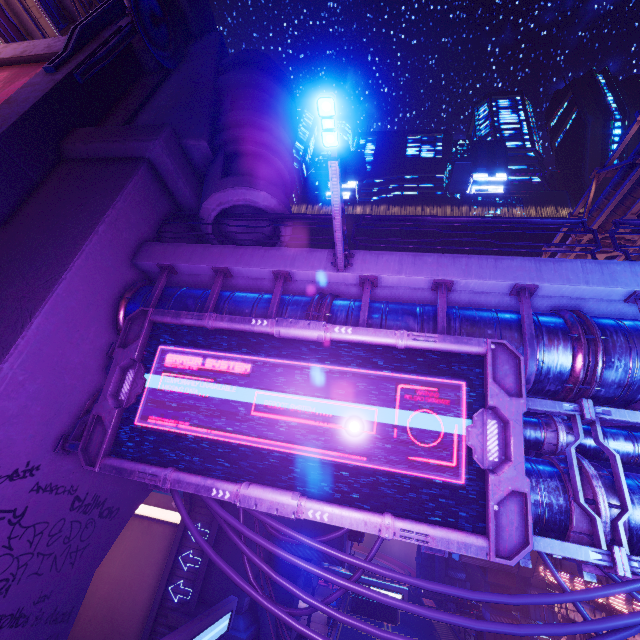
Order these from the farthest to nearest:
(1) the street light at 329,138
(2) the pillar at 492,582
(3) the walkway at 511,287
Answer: (2) the pillar at 492,582 → (3) the walkway at 511,287 → (1) the street light at 329,138

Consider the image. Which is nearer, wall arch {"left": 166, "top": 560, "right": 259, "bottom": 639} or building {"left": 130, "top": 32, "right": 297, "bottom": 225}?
building {"left": 130, "top": 32, "right": 297, "bottom": 225}

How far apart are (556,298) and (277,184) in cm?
757

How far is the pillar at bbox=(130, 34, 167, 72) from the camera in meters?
10.8 m

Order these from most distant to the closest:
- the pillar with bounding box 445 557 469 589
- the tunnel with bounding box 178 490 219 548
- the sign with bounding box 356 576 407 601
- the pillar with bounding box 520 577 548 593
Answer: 1. the pillar with bounding box 445 557 469 589
2. the pillar with bounding box 520 577 548 593
3. the tunnel with bounding box 178 490 219 548
4. the sign with bounding box 356 576 407 601

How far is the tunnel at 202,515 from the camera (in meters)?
19.23

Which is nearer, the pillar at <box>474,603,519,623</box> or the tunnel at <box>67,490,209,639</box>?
the tunnel at <box>67,490,209,639</box>

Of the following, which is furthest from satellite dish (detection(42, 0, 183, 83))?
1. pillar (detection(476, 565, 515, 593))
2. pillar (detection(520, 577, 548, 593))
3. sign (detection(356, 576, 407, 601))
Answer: pillar (detection(520, 577, 548, 593))
